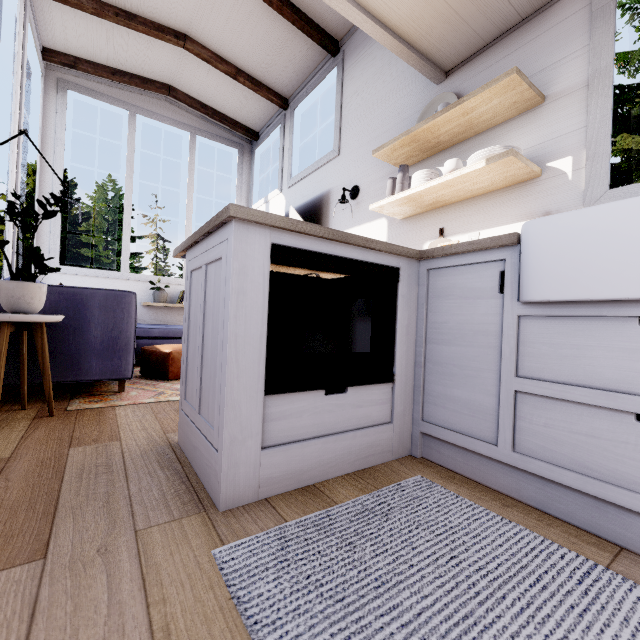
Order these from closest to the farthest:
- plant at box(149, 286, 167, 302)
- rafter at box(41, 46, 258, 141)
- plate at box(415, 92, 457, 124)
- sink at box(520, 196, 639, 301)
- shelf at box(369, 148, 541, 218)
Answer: sink at box(520, 196, 639, 301), shelf at box(369, 148, 541, 218), plate at box(415, 92, 457, 124), rafter at box(41, 46, 258, 141), plant at box(149, 286, 167, 302)

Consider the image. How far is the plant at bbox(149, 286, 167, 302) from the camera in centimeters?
466cm

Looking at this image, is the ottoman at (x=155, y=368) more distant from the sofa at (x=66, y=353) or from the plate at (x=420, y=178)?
the plate at (x=420, y=178)

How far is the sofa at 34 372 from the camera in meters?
2.2

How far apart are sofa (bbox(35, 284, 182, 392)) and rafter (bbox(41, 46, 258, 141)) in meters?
2.8

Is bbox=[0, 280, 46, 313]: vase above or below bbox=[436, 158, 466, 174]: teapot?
below

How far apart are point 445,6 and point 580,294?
1.99m

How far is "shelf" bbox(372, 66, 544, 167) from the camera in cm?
178
